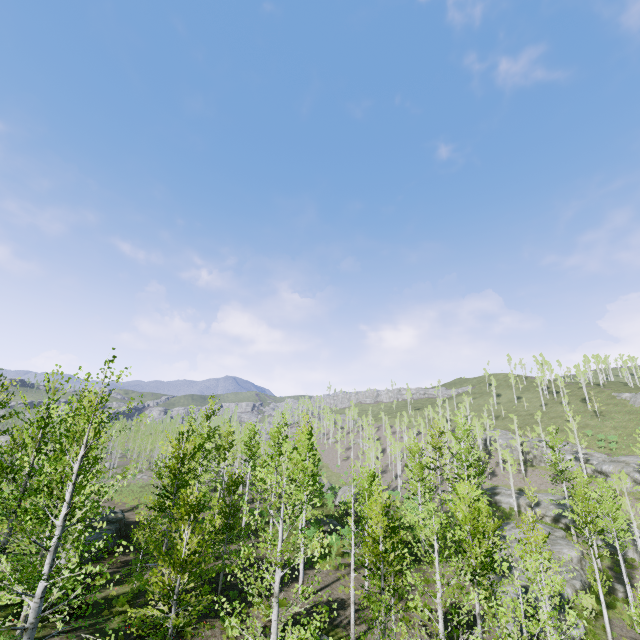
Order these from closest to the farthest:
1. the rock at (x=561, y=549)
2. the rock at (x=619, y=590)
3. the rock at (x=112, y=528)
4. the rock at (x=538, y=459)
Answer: the rock at (x=112, y=528) → the rock at (x=561, y=549) → the rock at (x=619, y=590) → the rock at (x=538, y=459)

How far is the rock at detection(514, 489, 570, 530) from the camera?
39.7m

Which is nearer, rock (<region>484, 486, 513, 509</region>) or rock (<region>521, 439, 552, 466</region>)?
rock (<region>484, 486, 513, 509</region>)

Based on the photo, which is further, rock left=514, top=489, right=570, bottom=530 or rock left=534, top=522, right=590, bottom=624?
rock left=514, top=489, right=570, bottom=530

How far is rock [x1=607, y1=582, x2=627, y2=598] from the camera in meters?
27.0 m

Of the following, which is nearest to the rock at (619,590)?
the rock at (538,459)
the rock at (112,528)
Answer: the rock at (538,459)

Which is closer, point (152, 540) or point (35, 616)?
point (35, 616)
